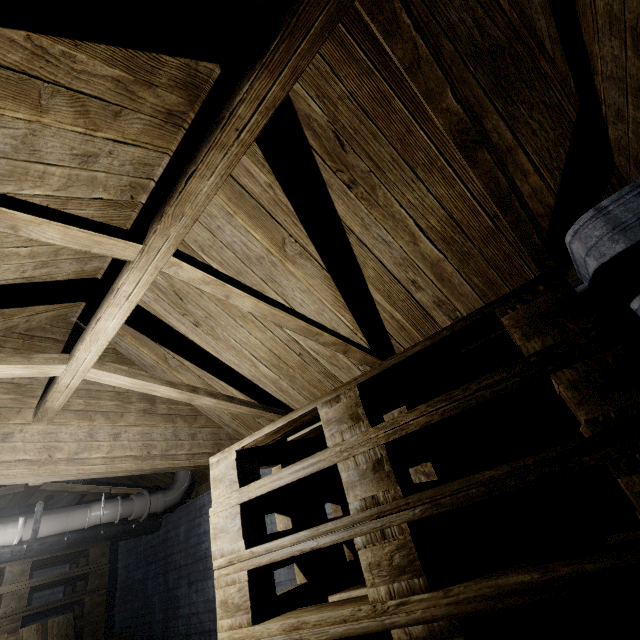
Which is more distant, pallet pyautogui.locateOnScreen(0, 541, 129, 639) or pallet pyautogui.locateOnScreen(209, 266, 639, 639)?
pallet pyautogui.locateOnScreen(0, 541, 129, 639)

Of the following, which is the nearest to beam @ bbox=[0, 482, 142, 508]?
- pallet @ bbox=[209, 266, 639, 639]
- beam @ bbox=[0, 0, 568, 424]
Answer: beam @ bbox=[0, 0, 568, 424]

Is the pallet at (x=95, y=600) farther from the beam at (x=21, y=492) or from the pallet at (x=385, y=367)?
the pallet at (x=385, y=367)

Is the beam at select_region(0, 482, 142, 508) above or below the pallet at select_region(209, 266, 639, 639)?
above

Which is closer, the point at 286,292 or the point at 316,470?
the point at 316,470

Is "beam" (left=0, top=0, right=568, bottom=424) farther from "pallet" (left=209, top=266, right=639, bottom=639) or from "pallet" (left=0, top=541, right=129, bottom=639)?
"pallet" (left=0, top=541, right=129, bottom=639)

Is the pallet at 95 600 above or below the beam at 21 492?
below

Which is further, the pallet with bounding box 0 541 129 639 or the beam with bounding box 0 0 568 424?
the pallet with bounding box 0 541 129 639
